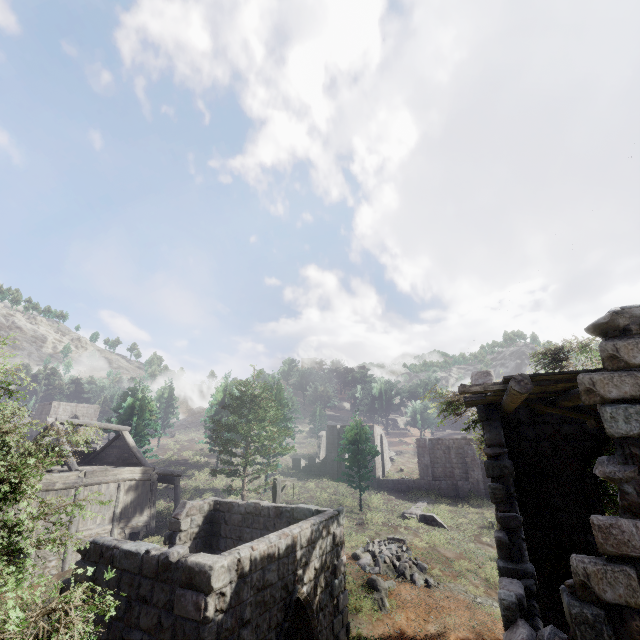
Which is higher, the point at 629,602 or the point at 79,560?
the point at 629,602

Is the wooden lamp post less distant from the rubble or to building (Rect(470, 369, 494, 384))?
building (Rect(470, 369, 494, 384))

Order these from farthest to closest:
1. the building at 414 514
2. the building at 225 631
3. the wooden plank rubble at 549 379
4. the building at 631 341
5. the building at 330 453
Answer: the building at 330 453 < the building at 414 514 < the building at 225 631 < the wooden plank rubble at 549 379 < the building at 631 341

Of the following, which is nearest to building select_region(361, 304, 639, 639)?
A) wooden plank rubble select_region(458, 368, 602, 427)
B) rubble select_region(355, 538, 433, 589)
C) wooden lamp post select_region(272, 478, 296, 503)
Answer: wooden plank rubble select_region(458, 368, 602, 427)

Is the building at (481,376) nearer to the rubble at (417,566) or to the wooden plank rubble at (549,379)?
the wooden plank rubble at (549,379)

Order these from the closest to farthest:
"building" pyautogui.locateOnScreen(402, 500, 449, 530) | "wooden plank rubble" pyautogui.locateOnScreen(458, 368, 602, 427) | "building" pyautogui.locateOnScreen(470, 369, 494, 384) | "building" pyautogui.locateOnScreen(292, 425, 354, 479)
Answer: "wooden plank rubble" pyautogui.locateOnScreen(458, 368, 602, 427) → "building" pyautogui.locateOnScreen(470, 369, 494, 384) → "building" pyautogui.locateOnScreen(402, 500, 449, 530) → "building" pyautogui.locateOnScreen(292, 425, 354, 479)

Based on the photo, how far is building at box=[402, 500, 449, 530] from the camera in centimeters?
2523cm
